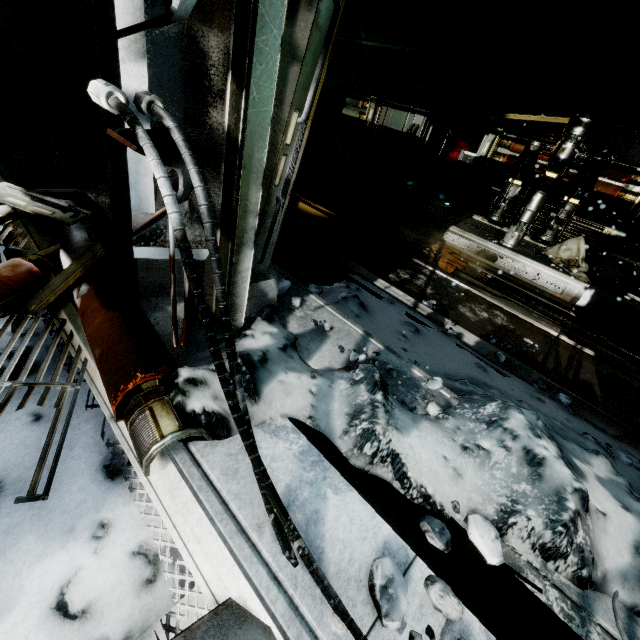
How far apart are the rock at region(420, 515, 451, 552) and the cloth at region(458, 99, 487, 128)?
10.66m

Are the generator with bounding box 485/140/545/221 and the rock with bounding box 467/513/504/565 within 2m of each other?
no

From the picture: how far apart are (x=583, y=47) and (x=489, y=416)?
7.04m

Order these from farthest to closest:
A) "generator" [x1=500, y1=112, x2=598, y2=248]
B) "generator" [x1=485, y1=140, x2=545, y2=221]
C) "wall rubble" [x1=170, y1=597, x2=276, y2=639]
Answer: "generator" [x1=485, y1=140, x2=545, y2=221], "generator" [x1=500, y1=112, x2=598, y2=248], "wall rubble" [x1=170, y1=597, x2=276, y2=639]

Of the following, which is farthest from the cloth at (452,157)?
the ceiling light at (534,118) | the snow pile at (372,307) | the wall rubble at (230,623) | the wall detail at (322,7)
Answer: the wall rubble at (230,623)

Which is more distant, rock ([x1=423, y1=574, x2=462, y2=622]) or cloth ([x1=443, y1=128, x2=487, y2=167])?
cloth ([x1=443, y1=128, x2=487, y2=167])

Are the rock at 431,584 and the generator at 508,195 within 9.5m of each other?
yes

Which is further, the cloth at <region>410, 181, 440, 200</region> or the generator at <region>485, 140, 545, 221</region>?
the cloth at <region>410, 181, 440, 200</region>
